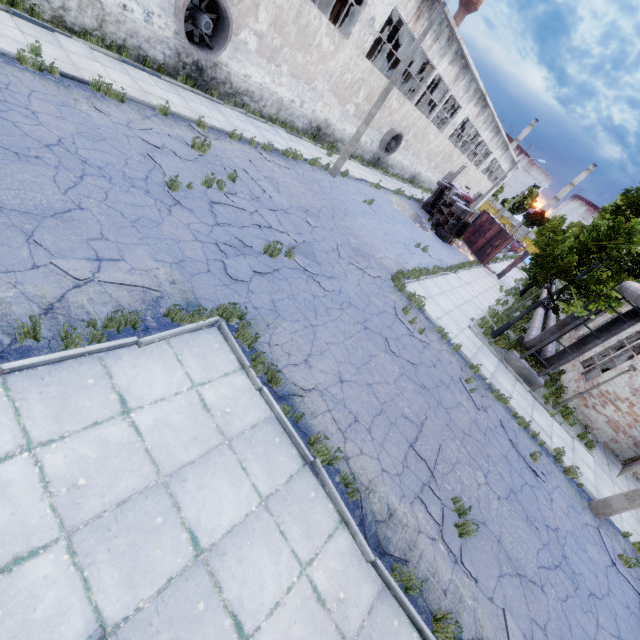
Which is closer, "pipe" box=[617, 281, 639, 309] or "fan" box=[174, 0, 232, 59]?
"pipe" box=[617, 281, 639, 309]

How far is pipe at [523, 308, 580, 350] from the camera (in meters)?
13.43

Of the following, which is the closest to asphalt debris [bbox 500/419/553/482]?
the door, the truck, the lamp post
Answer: the lamp post

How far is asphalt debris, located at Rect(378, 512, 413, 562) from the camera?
5.1 meters

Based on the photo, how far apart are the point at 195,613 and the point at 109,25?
16.94m

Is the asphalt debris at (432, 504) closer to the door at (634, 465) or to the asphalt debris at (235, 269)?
the asphalt debris at (235, 269)

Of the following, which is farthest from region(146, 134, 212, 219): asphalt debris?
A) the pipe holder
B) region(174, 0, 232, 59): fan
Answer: the pipe holder

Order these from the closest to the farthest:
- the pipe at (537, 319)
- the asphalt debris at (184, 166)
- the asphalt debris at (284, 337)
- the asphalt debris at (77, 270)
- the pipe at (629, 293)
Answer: the asphalt debris at (77, 270)
the asphalt debris at (284, 337)
the asphalt debris at (184, 166)
the pipe at (629, 293)
the pipe at (537, 319)
